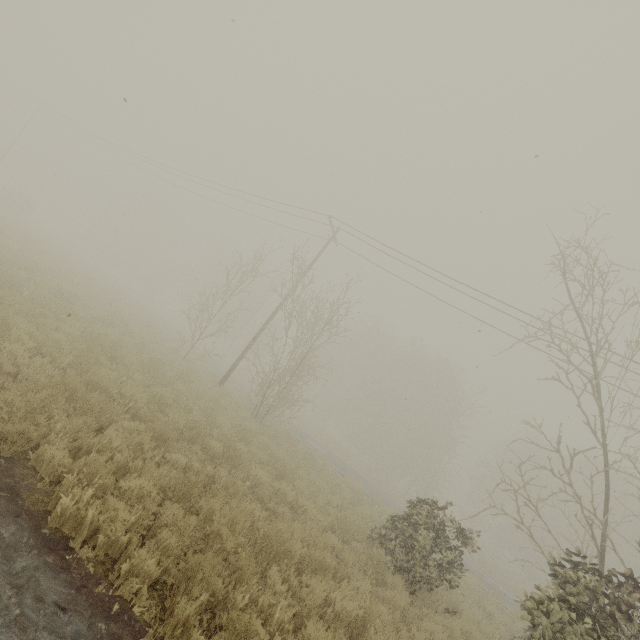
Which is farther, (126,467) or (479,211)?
(479,211)
